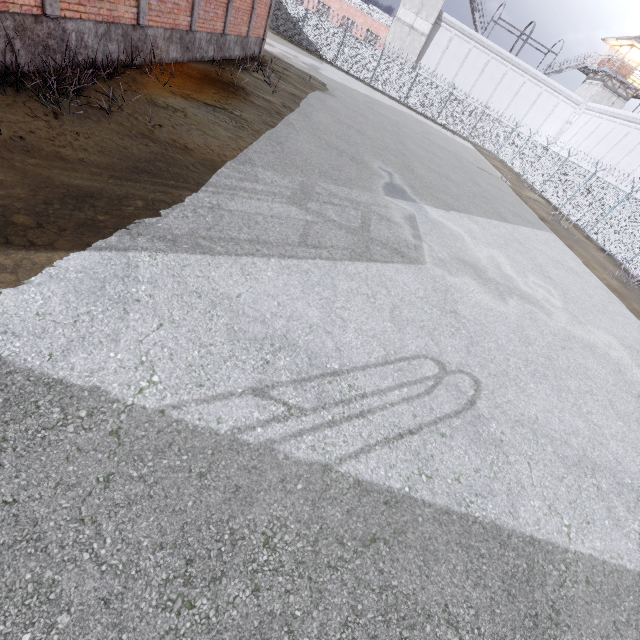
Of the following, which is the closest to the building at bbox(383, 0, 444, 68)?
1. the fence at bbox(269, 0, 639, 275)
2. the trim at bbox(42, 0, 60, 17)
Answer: the fence at bbox(269, 0, 639, 275)

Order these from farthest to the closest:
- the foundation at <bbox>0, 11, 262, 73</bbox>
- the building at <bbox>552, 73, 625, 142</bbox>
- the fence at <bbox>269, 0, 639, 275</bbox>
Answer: the building at <bbox>552, 73, 625, 142</bbox>, the fence at <bbox>269, 0, 639, 275</bbox>, the foundation at <bbox>0, 11, 262, 73</bbox>

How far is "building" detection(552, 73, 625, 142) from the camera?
36.06m

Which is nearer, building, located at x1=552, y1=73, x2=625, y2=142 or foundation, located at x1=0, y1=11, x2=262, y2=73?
foundation, located at x1=0, y1=11, x2=262, y2=73

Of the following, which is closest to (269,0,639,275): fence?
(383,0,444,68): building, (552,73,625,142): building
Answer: (383,0,444,68): building

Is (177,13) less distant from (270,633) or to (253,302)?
(253,302)

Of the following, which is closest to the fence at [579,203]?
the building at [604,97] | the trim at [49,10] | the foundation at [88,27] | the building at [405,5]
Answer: the building at [405,5]

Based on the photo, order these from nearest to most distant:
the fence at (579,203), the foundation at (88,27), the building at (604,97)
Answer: the foundation at (88,27) < the fence at (579,203) < the building at (604,97)
